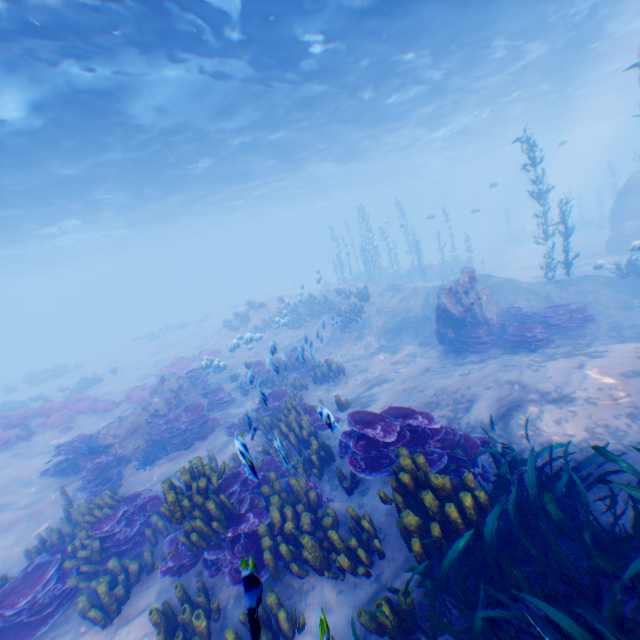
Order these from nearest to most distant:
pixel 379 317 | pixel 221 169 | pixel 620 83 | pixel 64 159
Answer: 1. pixel 64 159
2. pixel 379 317
3. pixel 221 169
4. pixel 620 83

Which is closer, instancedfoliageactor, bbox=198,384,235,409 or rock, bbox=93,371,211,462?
rock, bbox=93,371,211,462

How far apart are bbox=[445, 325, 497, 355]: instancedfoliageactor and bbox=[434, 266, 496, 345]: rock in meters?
0.0 m

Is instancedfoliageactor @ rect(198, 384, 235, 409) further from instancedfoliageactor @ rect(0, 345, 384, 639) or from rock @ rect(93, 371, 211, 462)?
instancedfoliageactor @ rect(0, 345, 384, 639)

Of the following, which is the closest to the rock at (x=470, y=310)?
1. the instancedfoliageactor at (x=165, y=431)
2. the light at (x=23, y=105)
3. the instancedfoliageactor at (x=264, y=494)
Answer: the instancedfoliageactor at (x=264, y=494)

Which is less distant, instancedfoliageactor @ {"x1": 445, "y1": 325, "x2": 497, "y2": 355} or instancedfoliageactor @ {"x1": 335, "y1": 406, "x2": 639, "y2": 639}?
instancedfoliageactor @ {"x1": 335, "y1": 406, "x2": 639, "y2": 639}

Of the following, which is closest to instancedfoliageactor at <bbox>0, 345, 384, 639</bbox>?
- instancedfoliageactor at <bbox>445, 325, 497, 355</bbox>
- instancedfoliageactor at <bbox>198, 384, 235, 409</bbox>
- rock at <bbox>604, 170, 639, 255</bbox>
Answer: rock at <bbox>604, 170, 639, 255</bbox>

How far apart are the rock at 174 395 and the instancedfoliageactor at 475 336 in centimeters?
987cm
